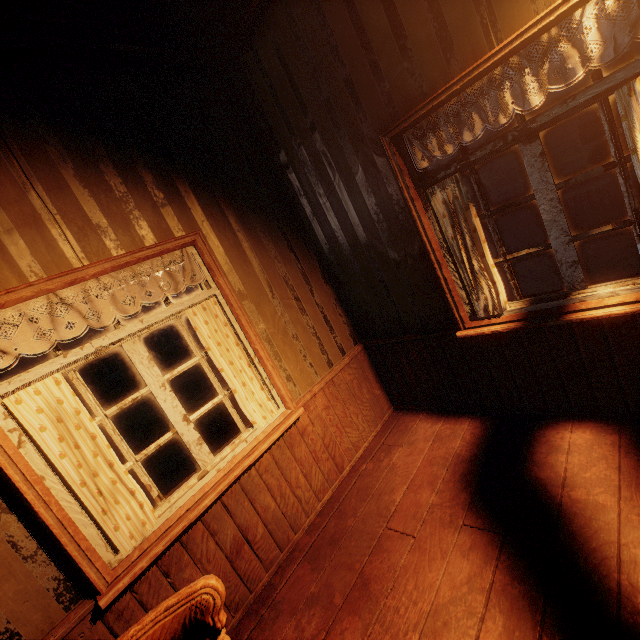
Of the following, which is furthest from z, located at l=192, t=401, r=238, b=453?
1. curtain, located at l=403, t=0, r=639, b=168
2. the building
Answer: curtain, located at l=403, t=0, r=639, b=168

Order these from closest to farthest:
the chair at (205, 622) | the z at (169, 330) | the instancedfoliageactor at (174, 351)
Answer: the chair at (205, 622), the instancedfoliageactor at (174, 351), the z at (169, 330)

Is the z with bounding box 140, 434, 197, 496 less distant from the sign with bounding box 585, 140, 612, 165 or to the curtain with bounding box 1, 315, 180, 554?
the sign with bounding box 585, 140, 612, 165

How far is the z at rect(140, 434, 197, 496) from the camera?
6.8m

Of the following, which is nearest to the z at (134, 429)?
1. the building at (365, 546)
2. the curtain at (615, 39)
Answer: the building at (365, 546)

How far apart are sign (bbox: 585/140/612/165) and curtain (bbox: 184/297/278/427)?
5.3 meters

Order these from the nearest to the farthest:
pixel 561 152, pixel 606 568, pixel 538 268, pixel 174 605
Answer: pixel 174 605, pixel 606 568, pixel 538 268, pixel 561 152

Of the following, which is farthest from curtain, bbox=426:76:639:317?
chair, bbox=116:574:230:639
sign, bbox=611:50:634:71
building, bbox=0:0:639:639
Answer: sign, bbox=611:50:634:71
